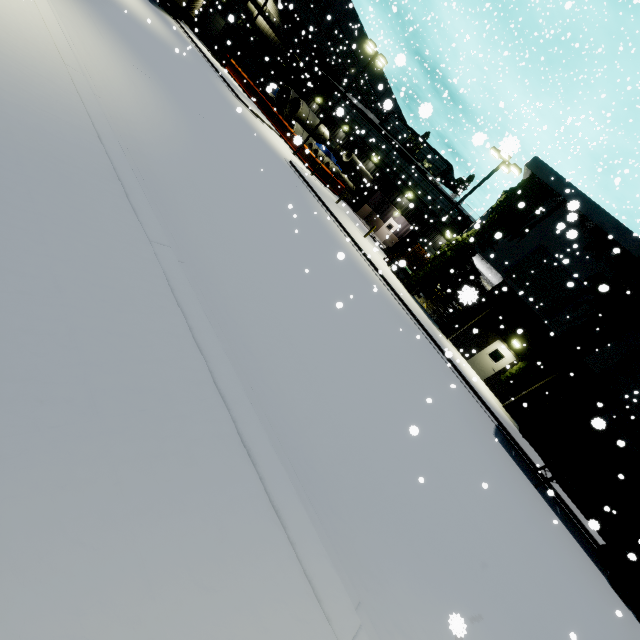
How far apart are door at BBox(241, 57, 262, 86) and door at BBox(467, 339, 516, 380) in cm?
4019

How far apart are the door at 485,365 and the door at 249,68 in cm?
4019

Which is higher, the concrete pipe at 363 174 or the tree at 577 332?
the tree at 577 332

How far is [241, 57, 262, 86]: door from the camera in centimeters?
3703cm

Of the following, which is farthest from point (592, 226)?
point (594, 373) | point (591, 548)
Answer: point (591, 548)

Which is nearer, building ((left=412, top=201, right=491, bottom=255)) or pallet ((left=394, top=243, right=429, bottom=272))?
building ((left=412, top=201, right=491, bottom=255))

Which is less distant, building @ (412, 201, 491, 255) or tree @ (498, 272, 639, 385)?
tree @ (498, 272, 639, 385)

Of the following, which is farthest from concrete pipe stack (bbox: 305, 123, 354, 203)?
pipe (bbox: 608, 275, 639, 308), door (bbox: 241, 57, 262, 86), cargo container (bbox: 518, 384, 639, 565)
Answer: door (bbox: 241, 57, 262, 86)
